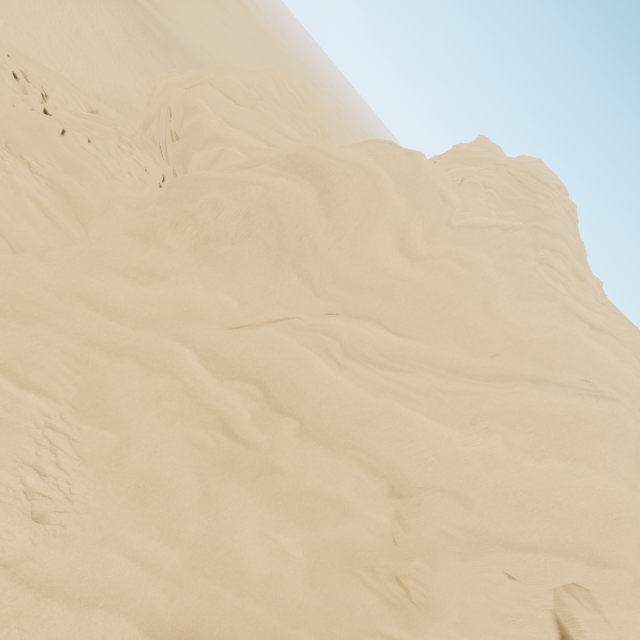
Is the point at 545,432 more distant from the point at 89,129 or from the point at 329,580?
the point at 89,129
